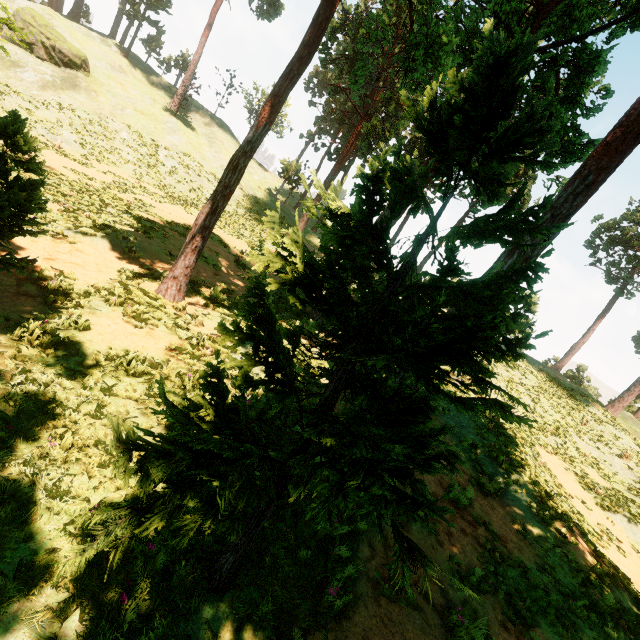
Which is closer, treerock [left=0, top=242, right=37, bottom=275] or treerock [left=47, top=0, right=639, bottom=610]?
treerock [left=47, top=0, right=639, bottom=610]

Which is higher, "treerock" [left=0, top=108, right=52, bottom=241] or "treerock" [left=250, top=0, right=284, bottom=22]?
"treerock" [left=250, top=0, right=284, bottom=22]

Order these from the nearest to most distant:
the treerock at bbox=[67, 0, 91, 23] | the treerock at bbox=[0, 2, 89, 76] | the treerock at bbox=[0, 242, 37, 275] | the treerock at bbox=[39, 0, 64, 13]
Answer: the treerock at bbox=[0, 242, 37, 275], the treerock at bbox=[0, 2, 89, 76], the treerock at bbox=[67, 0, 91, 23], the treerock at bbox=[39, 0, 64, 13]

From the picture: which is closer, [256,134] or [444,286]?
[444,286]

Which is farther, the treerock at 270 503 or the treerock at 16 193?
the treerock at 16 193

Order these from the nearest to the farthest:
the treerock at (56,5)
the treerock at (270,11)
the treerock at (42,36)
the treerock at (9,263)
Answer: the treerock at (9,263) → the treerock at (42,36) → the treerock at (270,11) → the treerock at (56,5)
